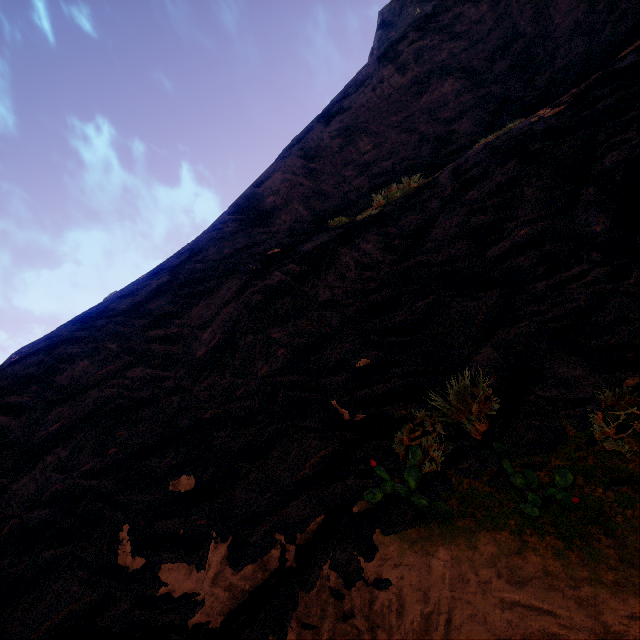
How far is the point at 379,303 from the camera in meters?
5.7
